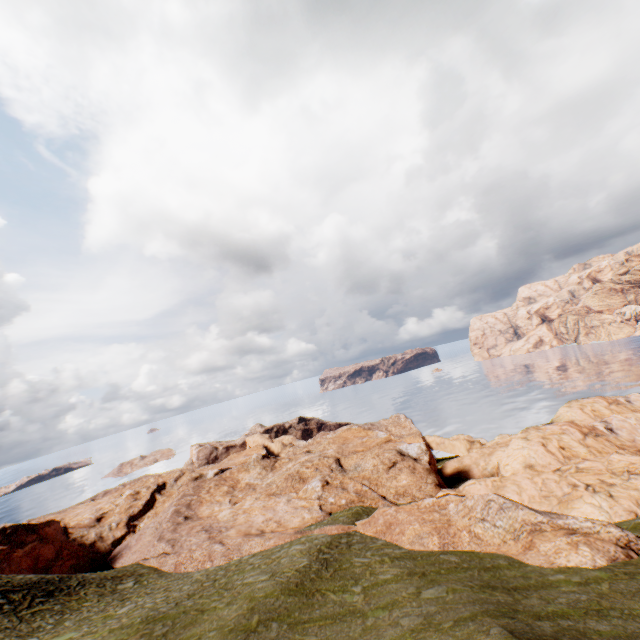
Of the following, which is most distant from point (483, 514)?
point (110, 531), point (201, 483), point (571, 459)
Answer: point (110, 531)
